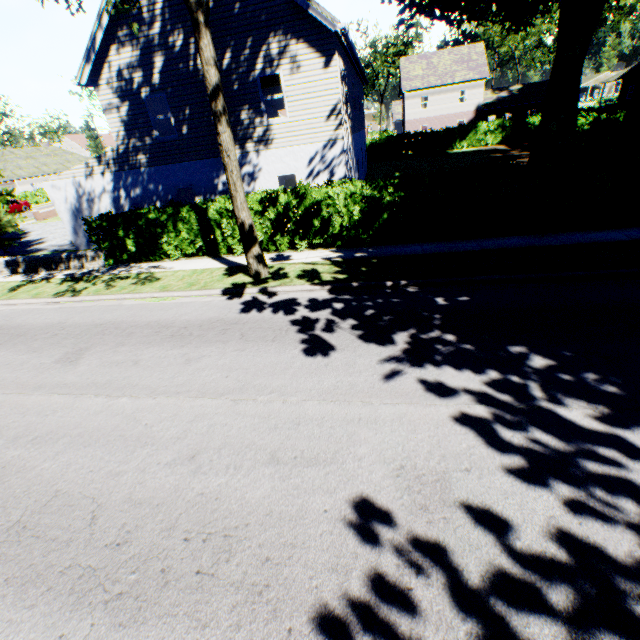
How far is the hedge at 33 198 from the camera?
42.8 meters

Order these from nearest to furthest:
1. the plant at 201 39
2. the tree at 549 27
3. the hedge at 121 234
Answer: the plant at 201 39, the hedge at 121 234, the tree at 549 27

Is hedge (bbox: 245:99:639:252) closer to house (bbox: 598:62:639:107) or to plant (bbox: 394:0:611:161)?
plant (bbox: 394:0:611:161)

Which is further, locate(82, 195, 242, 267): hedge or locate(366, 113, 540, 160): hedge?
locate(366, 113, 540, 160): hedge

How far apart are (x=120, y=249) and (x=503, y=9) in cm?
2637

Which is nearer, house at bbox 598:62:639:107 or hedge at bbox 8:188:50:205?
hedge at bbox 8:188:50:205
